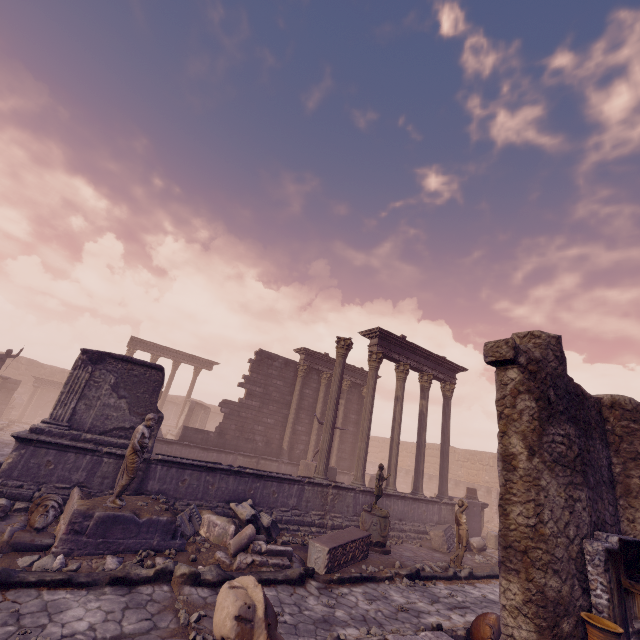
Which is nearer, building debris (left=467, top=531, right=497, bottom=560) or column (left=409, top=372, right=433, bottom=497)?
building debris (left=467, top=531, right=497, bottom=560)

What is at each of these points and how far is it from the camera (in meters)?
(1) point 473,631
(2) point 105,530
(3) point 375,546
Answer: (1) vase, 5.55
(2) building debris, 6.16
(3) column base, 9.87

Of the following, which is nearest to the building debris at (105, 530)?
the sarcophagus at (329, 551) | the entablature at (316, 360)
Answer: the sarcophagus at (329, 551)

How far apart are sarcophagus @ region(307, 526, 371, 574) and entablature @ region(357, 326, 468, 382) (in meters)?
6.94

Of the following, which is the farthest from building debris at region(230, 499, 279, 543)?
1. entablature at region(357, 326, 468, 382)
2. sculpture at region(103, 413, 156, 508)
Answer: entablature at region(357, 326, 468, 382)

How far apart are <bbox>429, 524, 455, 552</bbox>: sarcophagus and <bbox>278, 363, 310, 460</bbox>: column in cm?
801

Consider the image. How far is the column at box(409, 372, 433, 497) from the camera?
14.23m

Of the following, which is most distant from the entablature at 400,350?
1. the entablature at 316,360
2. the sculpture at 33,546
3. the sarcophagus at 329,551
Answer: the sculpture at 33,546
